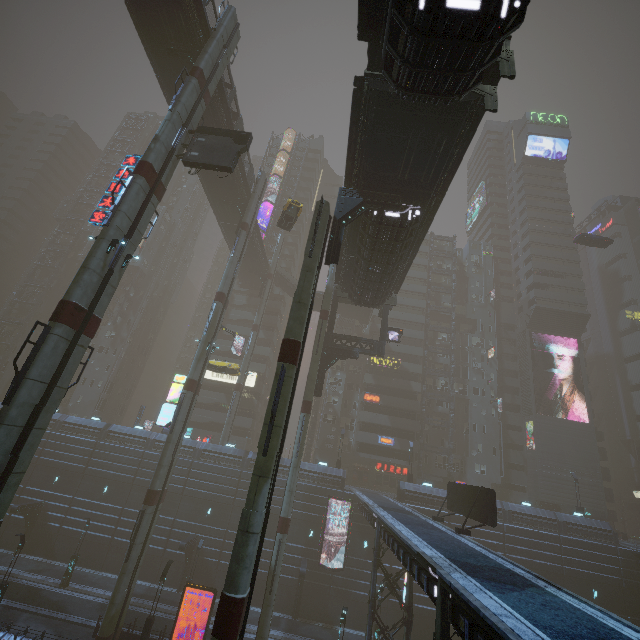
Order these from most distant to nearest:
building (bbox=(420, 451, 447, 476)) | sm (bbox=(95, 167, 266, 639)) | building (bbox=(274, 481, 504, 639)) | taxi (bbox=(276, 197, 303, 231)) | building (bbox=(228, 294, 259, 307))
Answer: building (bbox=(228, 294, 259, 307))
building (bbox=(420, 451, 447, 476))
taxi (bbox=(276, 197, 303, 231))
sm (bbox=(95, 167, 266, 639))
building (bbox=(274, 481, 504, 639))

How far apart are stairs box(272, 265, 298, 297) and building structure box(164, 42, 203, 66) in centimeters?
3131cm

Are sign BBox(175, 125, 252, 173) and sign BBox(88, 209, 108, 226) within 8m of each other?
yes

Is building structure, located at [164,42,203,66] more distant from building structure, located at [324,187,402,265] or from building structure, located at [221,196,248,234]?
building structure, located at [221,196,248,234]

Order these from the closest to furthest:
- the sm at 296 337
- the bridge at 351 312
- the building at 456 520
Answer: the sm at 296 337 → the building at 456 520 → the bridge at 351 312

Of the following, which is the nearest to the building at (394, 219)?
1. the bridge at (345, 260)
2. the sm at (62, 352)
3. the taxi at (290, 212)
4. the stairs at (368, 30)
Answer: the bridge at (345, 260)

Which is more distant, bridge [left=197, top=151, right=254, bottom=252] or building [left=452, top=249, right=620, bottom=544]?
building [left=452, top=249, right=620, bottom=544]

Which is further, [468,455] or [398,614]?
[468,455]
